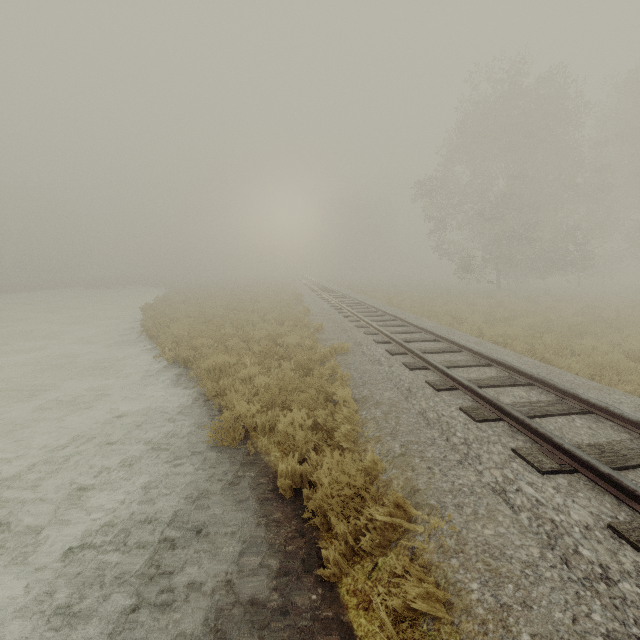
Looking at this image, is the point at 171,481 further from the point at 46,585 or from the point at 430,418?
the point at 430,418
